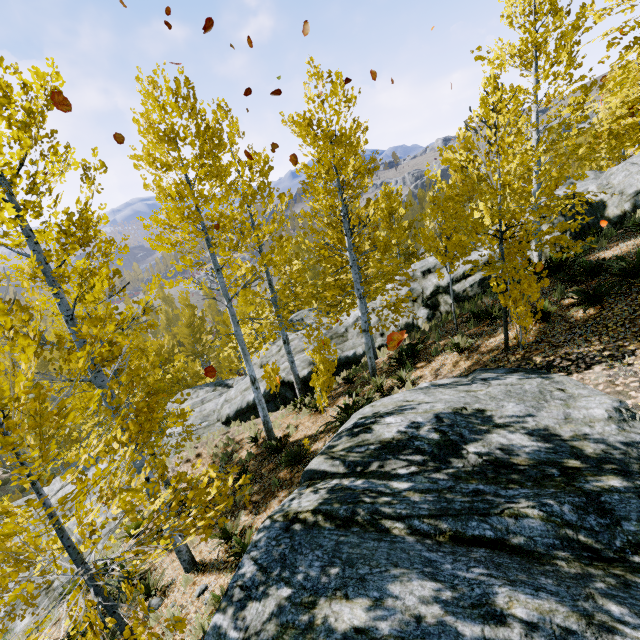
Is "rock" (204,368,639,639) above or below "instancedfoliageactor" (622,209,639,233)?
below

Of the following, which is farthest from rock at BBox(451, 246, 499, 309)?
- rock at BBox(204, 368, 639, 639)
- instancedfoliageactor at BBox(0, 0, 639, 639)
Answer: rock at BBox(204, 368, 639, 639)

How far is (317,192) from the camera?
7.79m

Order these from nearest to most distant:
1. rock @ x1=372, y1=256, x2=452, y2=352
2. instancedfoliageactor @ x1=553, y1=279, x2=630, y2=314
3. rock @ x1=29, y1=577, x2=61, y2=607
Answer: instancedfoliageactor @ x1=553, y1=279, x2=630, y2=314
rock @ x1=29, y1=577, x2=61, y2=607
rock @ x1=372, y1=256, x2=452, y2=352

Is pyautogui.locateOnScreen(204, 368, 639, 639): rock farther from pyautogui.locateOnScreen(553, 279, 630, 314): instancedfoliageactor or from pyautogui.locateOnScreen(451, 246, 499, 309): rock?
pyautogui.locateOnScreen(451, 246, 499, 309): rock

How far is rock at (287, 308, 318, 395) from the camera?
14.4m

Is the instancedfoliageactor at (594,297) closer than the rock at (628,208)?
Yes

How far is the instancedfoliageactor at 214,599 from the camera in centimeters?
511cm
